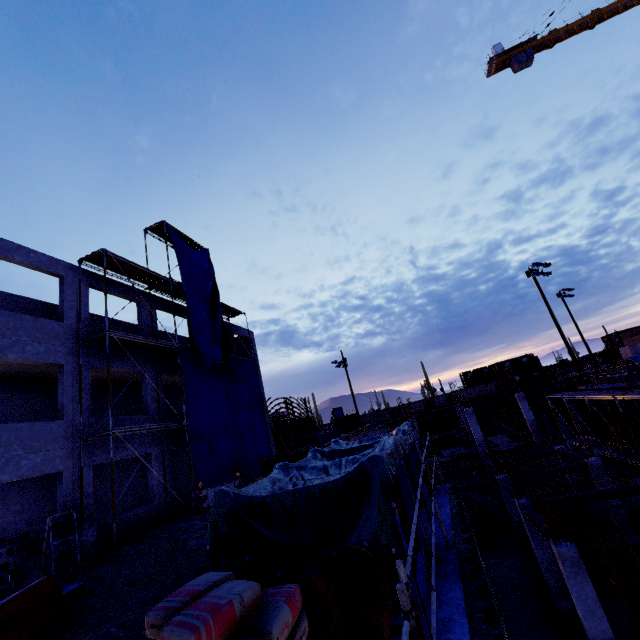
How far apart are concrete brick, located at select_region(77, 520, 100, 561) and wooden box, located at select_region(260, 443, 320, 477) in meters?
6.7 m

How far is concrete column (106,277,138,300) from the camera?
16.2 meters

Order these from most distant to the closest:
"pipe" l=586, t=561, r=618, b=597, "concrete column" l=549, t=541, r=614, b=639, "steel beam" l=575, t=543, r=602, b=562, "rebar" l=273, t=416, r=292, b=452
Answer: "rebar" l=273, t=416, r=292, b=452
"pipe" l=586, t=561, r=618, b=597
"steel beam" l=575, t=543, r=602, b=562
"concrete column" l=549, t=541, r=614, b=639

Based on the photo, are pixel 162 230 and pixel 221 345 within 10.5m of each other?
yes

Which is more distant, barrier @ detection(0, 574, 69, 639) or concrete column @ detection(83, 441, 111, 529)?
concrete column @ detection(83, 441, 111, 529)

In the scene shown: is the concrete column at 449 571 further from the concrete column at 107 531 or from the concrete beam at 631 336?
the concrete beam at 631 336

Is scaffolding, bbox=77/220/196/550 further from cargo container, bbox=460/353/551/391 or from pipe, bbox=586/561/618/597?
cargo container, bbox=460/353/551/391

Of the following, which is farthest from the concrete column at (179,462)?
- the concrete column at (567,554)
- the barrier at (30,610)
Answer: the concrete column at (567,554)
